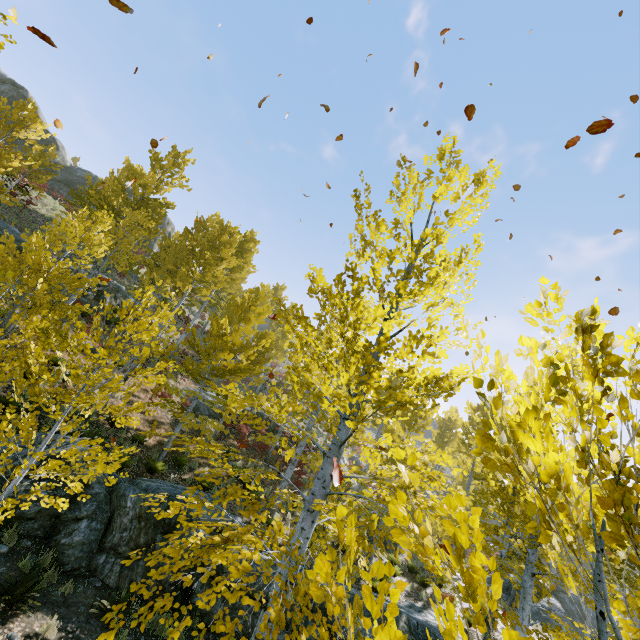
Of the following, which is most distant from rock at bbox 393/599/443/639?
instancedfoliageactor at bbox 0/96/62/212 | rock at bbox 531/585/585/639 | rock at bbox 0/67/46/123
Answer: Answer: rock at bbox 0/67/46/123

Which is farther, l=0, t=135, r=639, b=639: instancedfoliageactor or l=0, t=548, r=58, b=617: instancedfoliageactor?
l=0, t=548, r=58, b=617: instancedfoliageactor

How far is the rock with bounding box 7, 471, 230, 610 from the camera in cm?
730

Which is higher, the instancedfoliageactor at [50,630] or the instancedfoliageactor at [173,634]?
the instancedfoliageactor at [173,634]

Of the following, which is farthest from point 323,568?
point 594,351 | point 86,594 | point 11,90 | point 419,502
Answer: point 11,90

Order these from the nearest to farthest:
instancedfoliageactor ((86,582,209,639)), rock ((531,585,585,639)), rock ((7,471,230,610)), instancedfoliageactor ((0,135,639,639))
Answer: instancedfoliageactor ((0,135,639,639)) < instancedfoliageactor ((86,582,209,639)) < rock ((7,471,230,610)) < rock ((531,585,585,639))

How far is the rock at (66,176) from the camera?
31.9m

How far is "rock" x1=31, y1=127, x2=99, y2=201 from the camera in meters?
31.9
